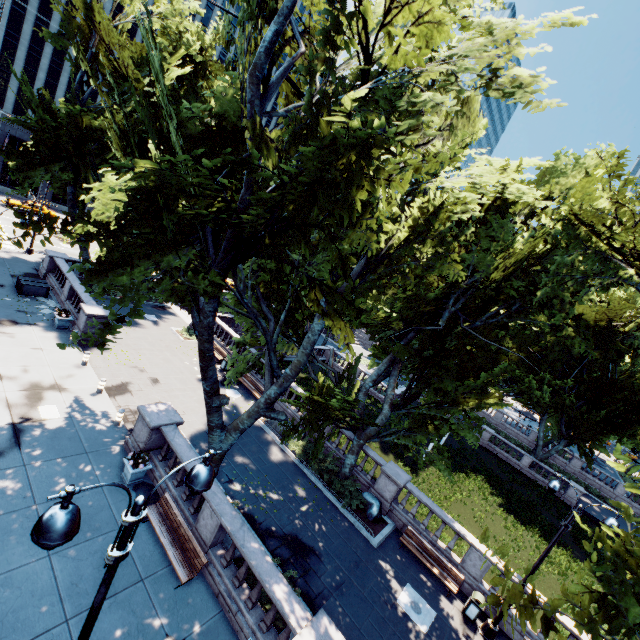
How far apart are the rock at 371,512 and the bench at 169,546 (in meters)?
9.20

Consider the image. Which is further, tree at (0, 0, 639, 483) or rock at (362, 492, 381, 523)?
rock at (362, 492, 381, 523)

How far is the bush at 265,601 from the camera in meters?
10.3 m

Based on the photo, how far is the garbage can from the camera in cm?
1354

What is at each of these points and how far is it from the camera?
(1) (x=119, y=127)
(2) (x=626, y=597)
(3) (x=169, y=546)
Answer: (1) tree, 9.1 meters
(2) tree, 5.3 meters
(3) bench, 10.5 meters

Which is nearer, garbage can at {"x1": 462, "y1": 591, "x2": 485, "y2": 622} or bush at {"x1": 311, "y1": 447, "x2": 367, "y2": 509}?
garbage can at {"x1": 462, "y1": 591, "x2": 485, "y2": 622}

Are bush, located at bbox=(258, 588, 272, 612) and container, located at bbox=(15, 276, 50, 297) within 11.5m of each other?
no

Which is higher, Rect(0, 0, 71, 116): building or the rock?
Rect(0, 0, 71, 116): building
